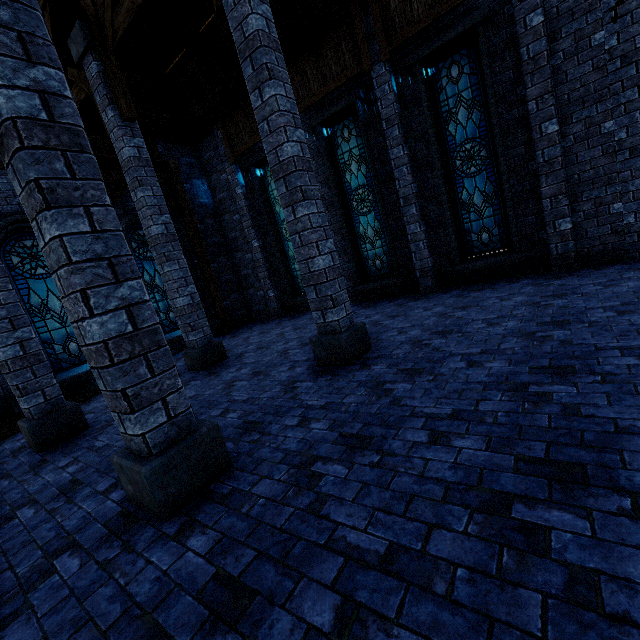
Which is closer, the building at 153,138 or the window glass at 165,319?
the building at 153,138

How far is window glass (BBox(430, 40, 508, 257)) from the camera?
7.3m

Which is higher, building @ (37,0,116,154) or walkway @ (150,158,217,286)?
building @ (37,0,116,154)

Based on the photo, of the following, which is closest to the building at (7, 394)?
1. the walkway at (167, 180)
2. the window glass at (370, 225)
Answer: the walkway at (167, 180)

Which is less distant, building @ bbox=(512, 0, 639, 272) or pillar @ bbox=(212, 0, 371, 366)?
pillar @ bbox=(212, 0, 371, 366)

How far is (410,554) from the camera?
1.8 meters

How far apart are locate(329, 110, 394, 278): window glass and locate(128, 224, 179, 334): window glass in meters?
6.5 m

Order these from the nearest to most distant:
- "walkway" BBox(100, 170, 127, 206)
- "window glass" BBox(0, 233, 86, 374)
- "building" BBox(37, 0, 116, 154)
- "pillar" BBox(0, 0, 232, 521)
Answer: "pillar" BBox(0, 0, 232, 521) → "building" BBox(37, 0, 116, 154) → "window glass" BBox(0, 233, 86, 374) → "walkway" BBox(100, 170, 127, 206)
